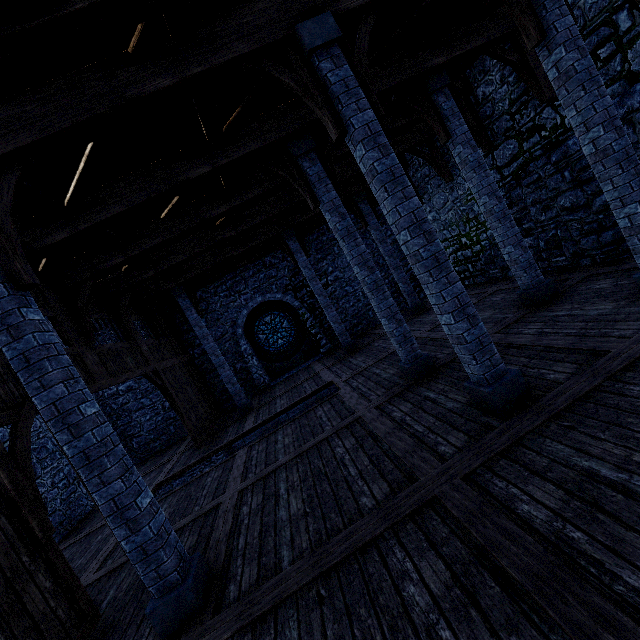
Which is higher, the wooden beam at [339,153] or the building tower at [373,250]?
the wooden beam at [339,153]

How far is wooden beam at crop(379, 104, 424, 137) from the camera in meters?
8.4 m

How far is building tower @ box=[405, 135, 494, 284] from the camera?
10.96m

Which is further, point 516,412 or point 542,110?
point 542,110

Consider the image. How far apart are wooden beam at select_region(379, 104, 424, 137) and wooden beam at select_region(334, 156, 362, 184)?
1.61m

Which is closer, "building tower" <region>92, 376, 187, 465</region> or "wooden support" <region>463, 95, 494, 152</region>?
"wooden support" <region>463, 95, 494, 152</region>

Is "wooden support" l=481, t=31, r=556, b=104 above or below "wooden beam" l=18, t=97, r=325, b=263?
below

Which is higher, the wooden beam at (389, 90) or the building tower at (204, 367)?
the wooden beam at (389, 90)
